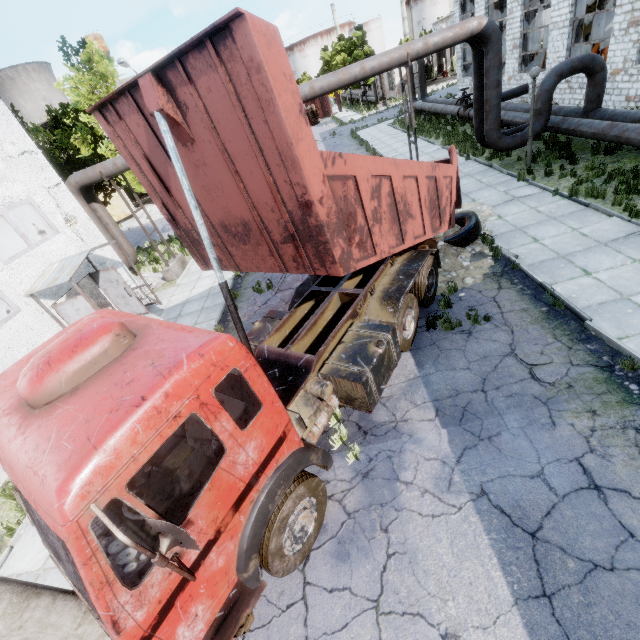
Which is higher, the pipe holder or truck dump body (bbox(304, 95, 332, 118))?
truck dump body (bbox(304, 95, 332, 118))

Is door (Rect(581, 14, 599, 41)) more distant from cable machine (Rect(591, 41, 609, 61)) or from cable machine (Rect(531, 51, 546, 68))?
cable machine (Rect(591, 41, 609, 61))

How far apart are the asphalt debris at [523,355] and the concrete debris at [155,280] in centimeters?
1473cm

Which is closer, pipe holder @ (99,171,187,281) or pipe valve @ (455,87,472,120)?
pipe holder @ (99,171,187,281)

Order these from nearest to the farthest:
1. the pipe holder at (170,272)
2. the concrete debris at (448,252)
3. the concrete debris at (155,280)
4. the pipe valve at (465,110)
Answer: the concrete debris at (448,252), the pipe holder at (170,272), the concrete debris at (155,280), the pipe valve at (465,110)

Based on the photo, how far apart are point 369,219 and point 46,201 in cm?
1266

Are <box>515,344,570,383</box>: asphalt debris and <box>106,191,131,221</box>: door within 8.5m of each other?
no

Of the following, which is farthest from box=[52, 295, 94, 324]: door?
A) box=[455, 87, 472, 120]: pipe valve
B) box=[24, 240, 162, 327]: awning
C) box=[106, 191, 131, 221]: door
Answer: box=[106, 191, 131, 221]: door
